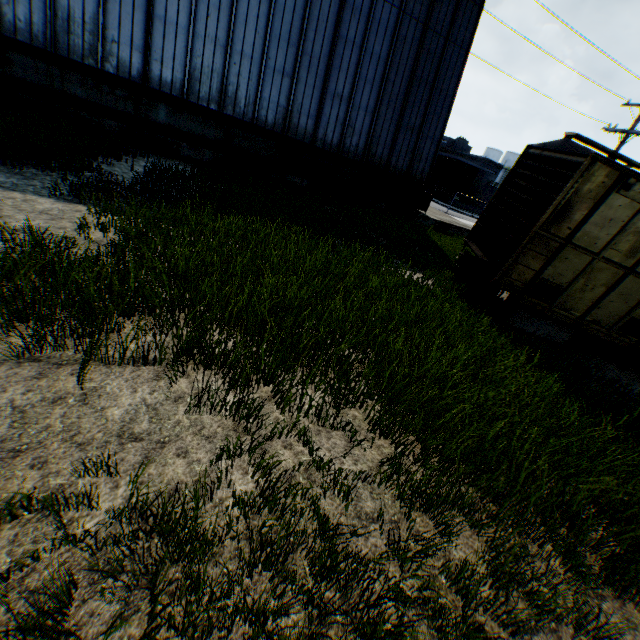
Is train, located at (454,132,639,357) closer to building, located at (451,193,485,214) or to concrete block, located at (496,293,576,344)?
concrete block, located at (496,293,576,344)

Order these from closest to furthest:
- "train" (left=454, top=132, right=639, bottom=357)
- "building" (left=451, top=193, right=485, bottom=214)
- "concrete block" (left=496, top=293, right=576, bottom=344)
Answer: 1. "train" (left=454, top=132, right=639, bottom=357)
2. "concrete block" (left=496, top=293, right=576, bottom=344)
3. "building" (left=451, top=193, right=485, bottom=214)

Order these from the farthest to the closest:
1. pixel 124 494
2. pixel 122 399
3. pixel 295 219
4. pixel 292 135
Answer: pixel 292 135
pixel 295 219
pixel 122 399
pixel 124 494

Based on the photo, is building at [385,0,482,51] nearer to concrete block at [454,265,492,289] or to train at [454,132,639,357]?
train at [454,132,639,357]

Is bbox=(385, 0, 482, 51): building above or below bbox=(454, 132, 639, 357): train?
above

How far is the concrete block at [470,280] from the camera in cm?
1014

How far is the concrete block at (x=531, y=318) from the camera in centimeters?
857cm

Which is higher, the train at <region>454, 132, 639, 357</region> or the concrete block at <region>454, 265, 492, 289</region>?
the train at <region>454, 132, 639, 357</region>
